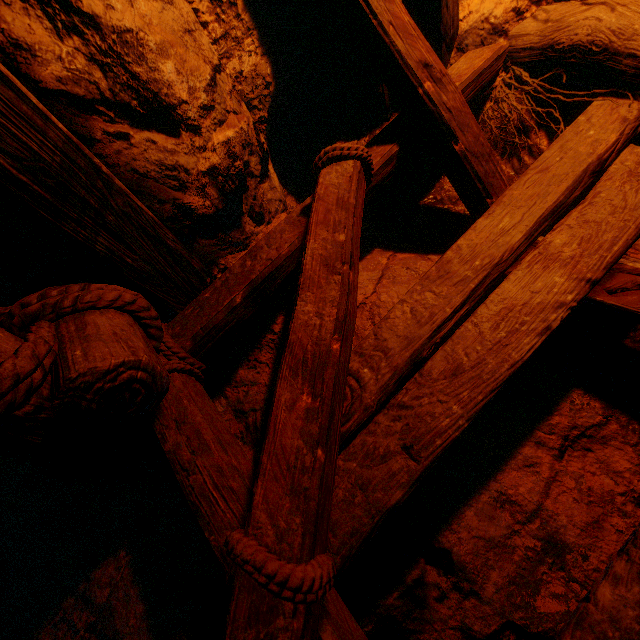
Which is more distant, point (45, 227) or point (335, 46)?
point (335, 46)
